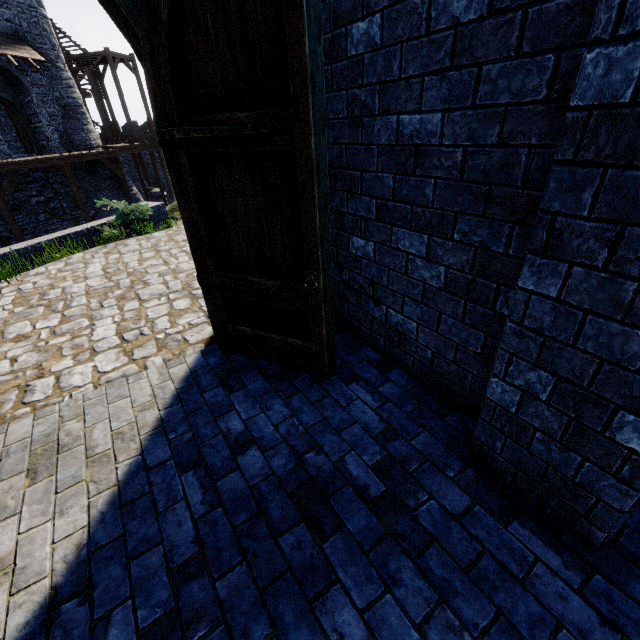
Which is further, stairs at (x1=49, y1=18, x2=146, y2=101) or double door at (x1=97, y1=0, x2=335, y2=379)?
stairs at (x1=49, y1=18, x2=146, y2=101)

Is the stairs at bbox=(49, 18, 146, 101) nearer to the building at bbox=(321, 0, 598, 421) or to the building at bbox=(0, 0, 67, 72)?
the building at bbox=(0, 0, 67, 72)

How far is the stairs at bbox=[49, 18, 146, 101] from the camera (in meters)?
24.20

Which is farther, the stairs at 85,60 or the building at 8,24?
the stairs at 85,60

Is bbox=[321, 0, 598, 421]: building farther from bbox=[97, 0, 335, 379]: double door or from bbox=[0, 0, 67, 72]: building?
bbox=[0, 0, 67, 72]: building

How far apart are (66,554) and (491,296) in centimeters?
302cm

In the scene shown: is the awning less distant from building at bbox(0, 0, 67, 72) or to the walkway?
building at bbox(0, 0, 67, 72)

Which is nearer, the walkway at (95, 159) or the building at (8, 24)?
the walkway at (95, 159)
